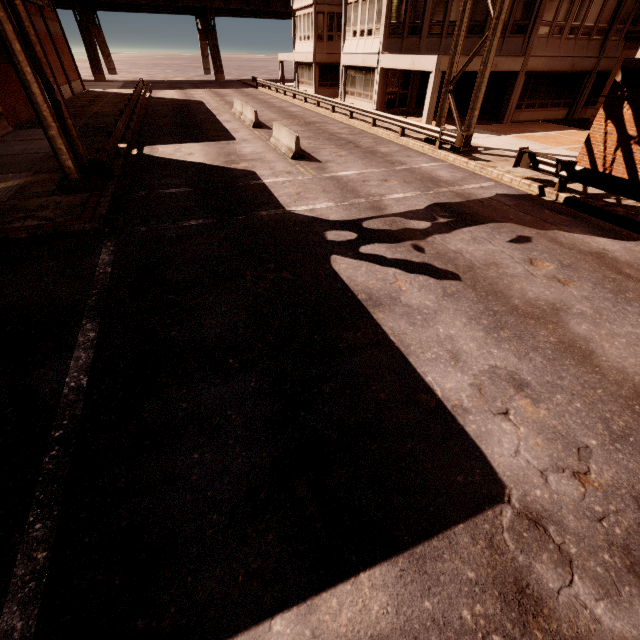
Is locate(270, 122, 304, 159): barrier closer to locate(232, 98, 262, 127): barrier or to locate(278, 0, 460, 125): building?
locate(232, 98, 262, 127): barrier

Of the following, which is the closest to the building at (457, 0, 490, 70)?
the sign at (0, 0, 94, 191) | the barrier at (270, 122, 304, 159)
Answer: the sign at (0, 0, 94, 191)

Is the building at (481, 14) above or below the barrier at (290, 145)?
above

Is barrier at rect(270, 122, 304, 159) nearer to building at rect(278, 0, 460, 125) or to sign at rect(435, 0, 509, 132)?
sign at rect(435, 0, 509, 132)

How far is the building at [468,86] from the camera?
19.98m

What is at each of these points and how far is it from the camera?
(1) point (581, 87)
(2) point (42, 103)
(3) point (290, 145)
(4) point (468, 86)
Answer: (1) building, 23.89m
(2) sign, 9.73m
(3) barrier, 15.41m
(4) building, 25.39m

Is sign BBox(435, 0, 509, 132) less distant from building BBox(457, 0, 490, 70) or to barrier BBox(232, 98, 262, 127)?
building BBox(457, 0, 490, 70)

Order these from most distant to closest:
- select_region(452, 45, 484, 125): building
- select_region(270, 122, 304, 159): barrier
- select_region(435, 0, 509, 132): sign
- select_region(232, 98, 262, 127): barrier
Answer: select_region(232, 98, 262, 127): barrier, select_region(452, 45, 484, 125): building, select_region(270, 122, 304, 159): barrier, select_region(435, 0, 509, 132): sign
